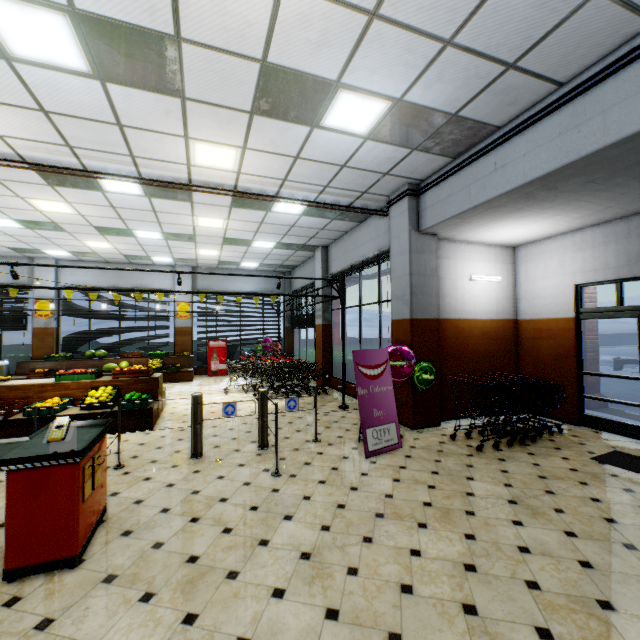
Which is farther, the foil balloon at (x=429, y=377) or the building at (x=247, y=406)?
the building at (x=247, y=406)

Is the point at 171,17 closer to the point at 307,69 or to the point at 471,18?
the point at 307,69

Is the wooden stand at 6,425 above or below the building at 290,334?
below

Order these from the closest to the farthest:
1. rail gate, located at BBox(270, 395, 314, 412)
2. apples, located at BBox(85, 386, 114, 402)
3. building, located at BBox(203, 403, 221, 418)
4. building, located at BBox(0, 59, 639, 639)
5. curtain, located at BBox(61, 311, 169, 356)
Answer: building, located at BBox(0, 59, 639, 639) < rail gate, located at BBox(270, 395, 314, 412) < apples, located at BBox(85, 386, 114, 402) < building, located at BBox(203, 403, 221, 418) < curtain, located at BBox(61, 311, 169, 356)

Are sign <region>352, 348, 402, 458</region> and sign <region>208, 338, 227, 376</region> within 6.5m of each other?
no

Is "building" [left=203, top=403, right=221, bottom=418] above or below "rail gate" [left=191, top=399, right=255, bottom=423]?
below

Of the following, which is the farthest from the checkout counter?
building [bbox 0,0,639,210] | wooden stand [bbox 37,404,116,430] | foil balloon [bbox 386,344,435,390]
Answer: foil balloon [bbox 386,344,435,390]

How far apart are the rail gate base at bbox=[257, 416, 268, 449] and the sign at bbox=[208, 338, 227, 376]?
9.4m
